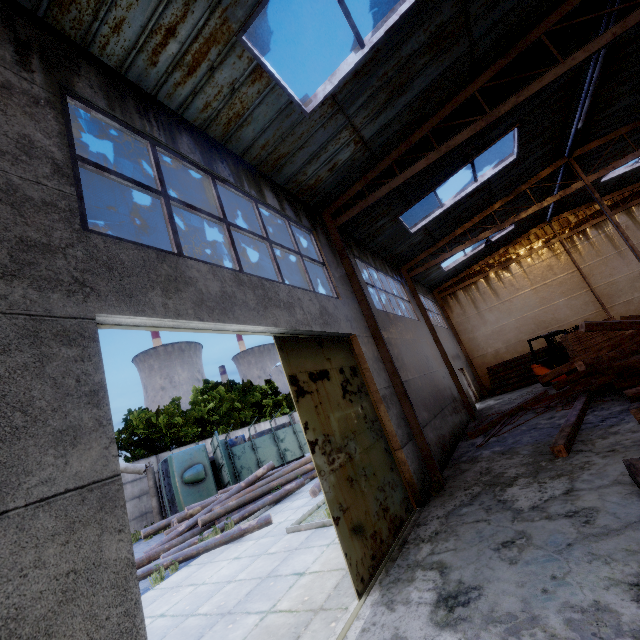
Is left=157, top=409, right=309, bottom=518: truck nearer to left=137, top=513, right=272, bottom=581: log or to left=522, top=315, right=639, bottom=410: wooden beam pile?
left=137, top=513, right=272, bottom=581: log

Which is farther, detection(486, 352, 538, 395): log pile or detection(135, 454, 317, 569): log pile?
detection(486, 352, 538, 395): log pile

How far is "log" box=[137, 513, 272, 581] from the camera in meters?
9.1 m

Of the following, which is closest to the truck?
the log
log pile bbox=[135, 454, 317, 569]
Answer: log pile bbox=[135, 454, 317, 569]

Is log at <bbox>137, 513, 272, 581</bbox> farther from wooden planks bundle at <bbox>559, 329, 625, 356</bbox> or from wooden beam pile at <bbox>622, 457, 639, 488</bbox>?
wooden planks bundle at <bbox>559, 329, 625, 356</bbox>

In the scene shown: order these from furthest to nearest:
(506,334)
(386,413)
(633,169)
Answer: (506,334)
(633,169)
(386,413)

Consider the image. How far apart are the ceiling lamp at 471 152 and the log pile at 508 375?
15.0 meters

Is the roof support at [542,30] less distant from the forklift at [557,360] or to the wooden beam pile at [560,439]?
the wooden beam pile at [560,439]
